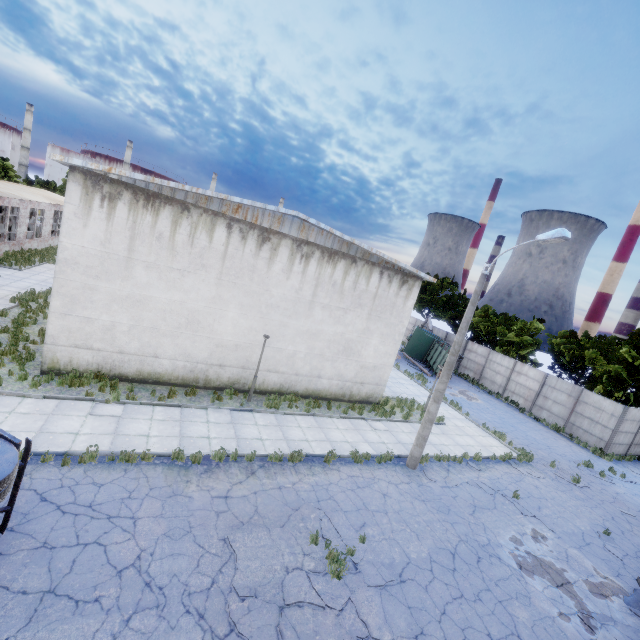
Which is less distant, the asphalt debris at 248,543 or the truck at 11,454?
the truck at 11,454

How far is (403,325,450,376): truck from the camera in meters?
29.7 m

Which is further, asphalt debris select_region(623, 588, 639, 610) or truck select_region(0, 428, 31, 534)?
asphalt debris select_region(623, 588, 639, 610)

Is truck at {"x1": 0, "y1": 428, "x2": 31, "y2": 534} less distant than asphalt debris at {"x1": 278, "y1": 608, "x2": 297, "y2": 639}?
Yes

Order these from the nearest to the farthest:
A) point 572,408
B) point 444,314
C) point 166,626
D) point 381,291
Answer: point 166,626 → point 381,291 → point 572,408 → point 444,314

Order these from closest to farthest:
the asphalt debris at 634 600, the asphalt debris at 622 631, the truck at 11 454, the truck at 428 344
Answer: the truck at 11 454 → the asphalt debris at 622 631 → the asphalt debris at 634 600 → the truck at 428 344

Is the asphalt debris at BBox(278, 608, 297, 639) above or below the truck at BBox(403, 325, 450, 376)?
below

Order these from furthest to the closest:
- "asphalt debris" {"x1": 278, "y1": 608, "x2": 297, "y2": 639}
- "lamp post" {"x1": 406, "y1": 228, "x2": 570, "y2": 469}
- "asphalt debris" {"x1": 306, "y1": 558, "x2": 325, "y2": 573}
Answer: "lamp post" {"x1": 406, "y1": 228, "x2": 570, "y2": 469} → "asphalt debris" {"x1": 306, "y1": 558, "x2": 325, "y2": 573} → "asphalt debris" {"x1": 278, "y1": 608, "x2": 297, "y2": 639}
